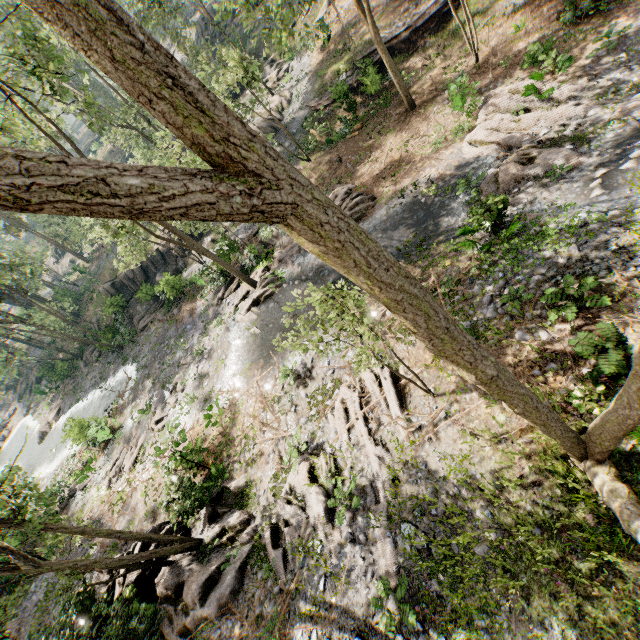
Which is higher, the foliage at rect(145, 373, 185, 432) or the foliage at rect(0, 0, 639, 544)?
the foliage at rect(0, 0, 639, 544)

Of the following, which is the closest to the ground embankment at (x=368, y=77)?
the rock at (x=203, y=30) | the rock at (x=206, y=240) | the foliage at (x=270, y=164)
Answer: the foliage at (x=270, y=164)

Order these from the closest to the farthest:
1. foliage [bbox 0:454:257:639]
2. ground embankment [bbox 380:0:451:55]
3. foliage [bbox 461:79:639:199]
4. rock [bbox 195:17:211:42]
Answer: foliage [bbox 0:454:257:639] < foliage [bbox 461:79:639:199] < ground embankment [bbox 380:0:451:55] < rock [bbox 195:17:211:42]

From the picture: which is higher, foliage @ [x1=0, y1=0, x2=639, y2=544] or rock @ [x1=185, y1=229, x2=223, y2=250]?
foliage @ [x1=0, y1=0, x2=639, y2=544]

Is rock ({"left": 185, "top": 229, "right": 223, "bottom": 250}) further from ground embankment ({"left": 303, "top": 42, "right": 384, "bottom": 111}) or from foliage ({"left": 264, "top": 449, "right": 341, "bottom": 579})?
ground embankment ({"left": 303, "top": 42, "right": 384, "bottom": 111})

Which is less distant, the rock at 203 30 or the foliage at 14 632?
the foliage at 14 632

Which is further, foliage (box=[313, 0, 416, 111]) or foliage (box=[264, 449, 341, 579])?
foliage (box=[313, 0, 416, 111])

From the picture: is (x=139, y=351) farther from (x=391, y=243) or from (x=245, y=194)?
(x=245, y=194)
